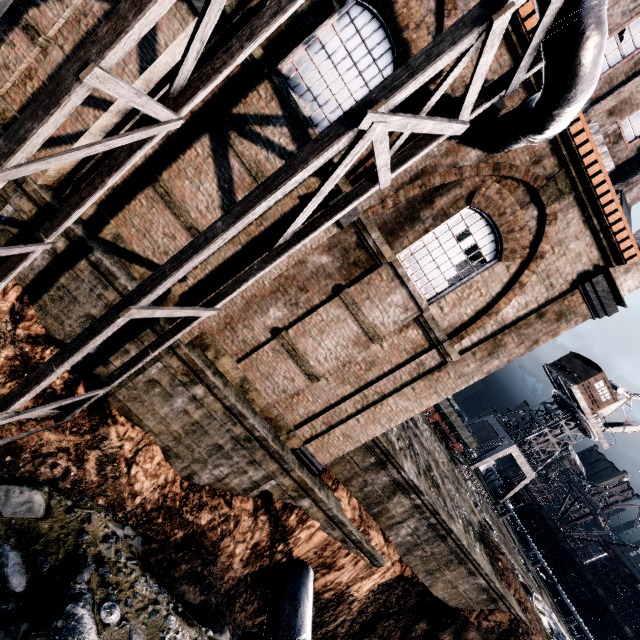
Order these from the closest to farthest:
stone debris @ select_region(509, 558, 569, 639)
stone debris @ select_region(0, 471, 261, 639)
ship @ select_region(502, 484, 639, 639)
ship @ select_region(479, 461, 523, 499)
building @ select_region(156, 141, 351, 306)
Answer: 1. stone debris @ select_region(0, 471, 261, 639)
2. building @ select_region(156, 141, 351, 306)
3. stone debris @ select_region(509, 558, 569, 639)
4. ship @ select_region(502, 484, 639, 639)
5. ship @ select_region(479, 461, 523, 499)

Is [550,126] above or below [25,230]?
above

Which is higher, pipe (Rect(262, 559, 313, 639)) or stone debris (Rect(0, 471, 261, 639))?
pipe (Rect(262, 559, 313, 639))

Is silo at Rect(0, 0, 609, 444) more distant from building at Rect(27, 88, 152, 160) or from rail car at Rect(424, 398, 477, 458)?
rail car at Rect(424, 398, 477, 458)

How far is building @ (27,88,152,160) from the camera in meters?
8.1 m

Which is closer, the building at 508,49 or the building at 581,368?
the building at 508,49

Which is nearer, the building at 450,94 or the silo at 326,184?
the silo at 326,184

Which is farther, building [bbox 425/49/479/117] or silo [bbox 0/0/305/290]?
building [bbox 425/49/479/117]
